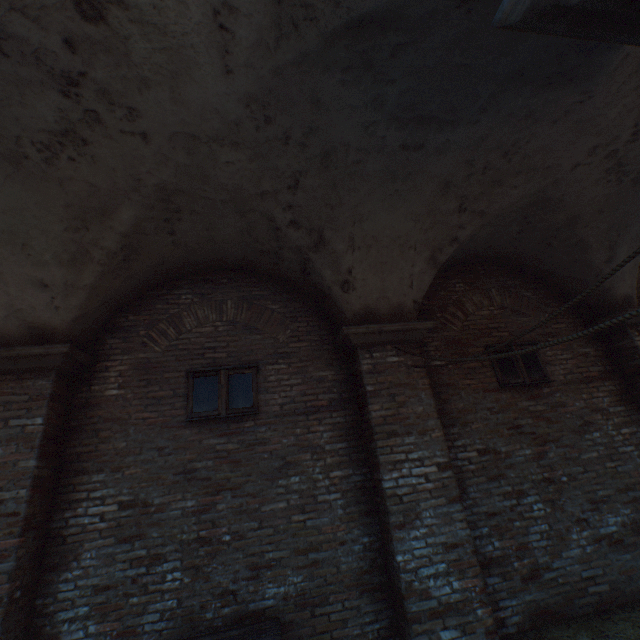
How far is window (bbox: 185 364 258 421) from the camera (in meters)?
4.56

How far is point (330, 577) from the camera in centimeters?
398cm

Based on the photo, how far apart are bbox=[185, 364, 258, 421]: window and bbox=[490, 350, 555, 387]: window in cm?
397

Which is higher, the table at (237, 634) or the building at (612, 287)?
the building at (612, 287)

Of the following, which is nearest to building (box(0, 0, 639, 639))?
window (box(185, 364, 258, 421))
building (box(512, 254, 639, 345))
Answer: building (box(512, 254, 639, 345))

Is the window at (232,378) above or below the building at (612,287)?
below

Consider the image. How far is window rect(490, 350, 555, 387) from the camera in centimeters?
545cm

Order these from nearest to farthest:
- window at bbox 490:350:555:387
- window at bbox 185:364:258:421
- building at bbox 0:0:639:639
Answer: building at bbox 0:0:639:639
window at bbox 185:364:258:421
window at bbox 490:350:555:387
